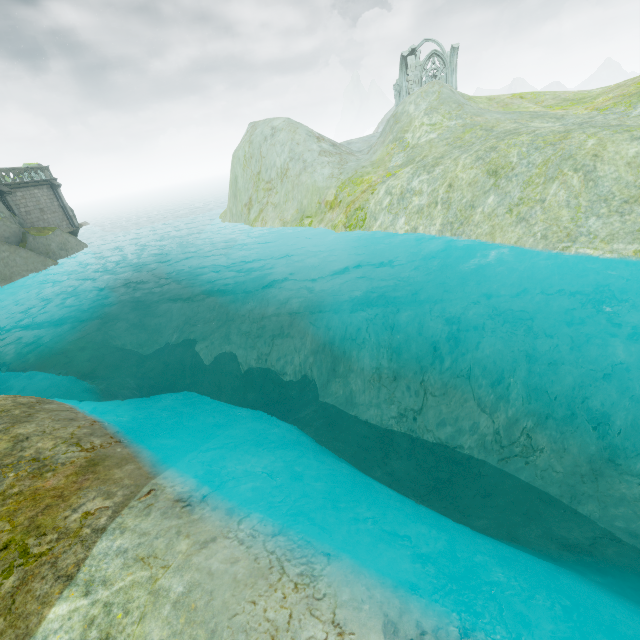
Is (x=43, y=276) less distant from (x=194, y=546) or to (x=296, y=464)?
(x=296, y=464)

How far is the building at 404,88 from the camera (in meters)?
42.62

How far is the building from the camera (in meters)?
42.62

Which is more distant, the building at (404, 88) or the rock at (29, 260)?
the building at (404, 88)

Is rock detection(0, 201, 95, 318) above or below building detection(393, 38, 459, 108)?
below

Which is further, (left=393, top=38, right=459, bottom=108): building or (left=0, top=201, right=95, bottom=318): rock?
(left=393, top=38, right=459, bottom=108): building
